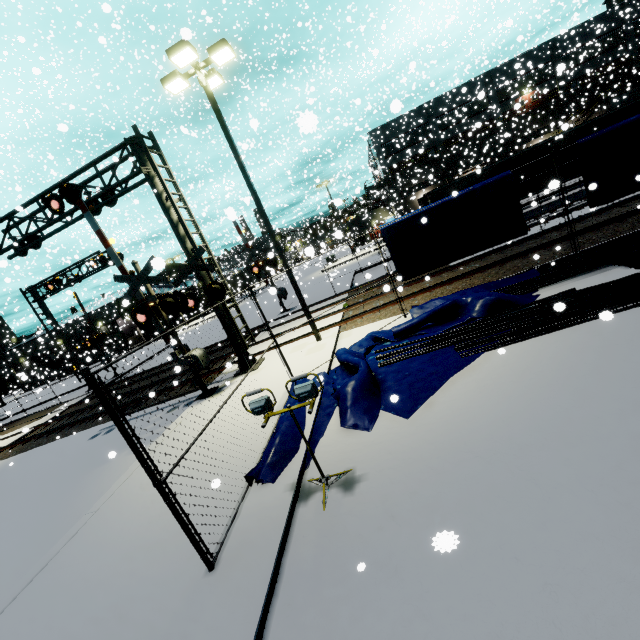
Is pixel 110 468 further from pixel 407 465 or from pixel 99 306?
pixel 99 306

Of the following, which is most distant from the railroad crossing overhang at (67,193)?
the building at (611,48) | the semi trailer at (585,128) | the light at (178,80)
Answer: the building at (611,48)

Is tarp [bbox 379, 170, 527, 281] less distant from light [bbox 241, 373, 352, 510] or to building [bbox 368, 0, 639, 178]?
building [bbox 368, 0, 639, 178]

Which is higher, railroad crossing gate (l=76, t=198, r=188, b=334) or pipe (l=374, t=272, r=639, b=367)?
railroad crossing gate (l=76, t=198, r=188, b=334)

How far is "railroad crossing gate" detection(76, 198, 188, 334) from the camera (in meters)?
10.26

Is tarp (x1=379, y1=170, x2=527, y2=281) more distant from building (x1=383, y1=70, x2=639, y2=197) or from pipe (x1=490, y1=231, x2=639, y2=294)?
building (x1=383, y1=70, x2=639, y2=197)

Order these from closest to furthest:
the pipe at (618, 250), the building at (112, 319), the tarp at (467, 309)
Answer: the tarp at (467, 309), the pipe at (618, 250), the building at (112, 319)

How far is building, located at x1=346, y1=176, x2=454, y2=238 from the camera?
45.0m
